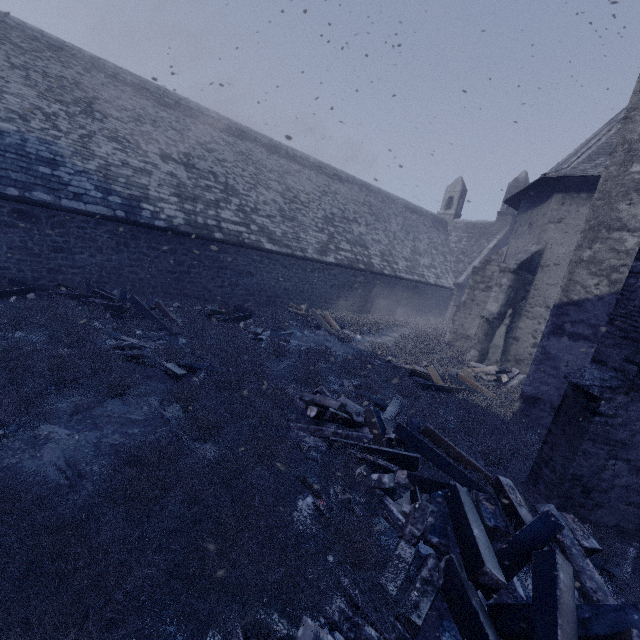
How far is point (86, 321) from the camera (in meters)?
7.31

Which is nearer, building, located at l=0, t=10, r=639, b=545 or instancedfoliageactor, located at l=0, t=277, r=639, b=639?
instancedfoliageactor, located at l=0, t=277, r=639, b=639

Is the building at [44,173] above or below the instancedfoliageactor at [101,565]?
above

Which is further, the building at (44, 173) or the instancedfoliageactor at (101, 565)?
the building at (44, 173)

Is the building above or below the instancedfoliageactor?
above
